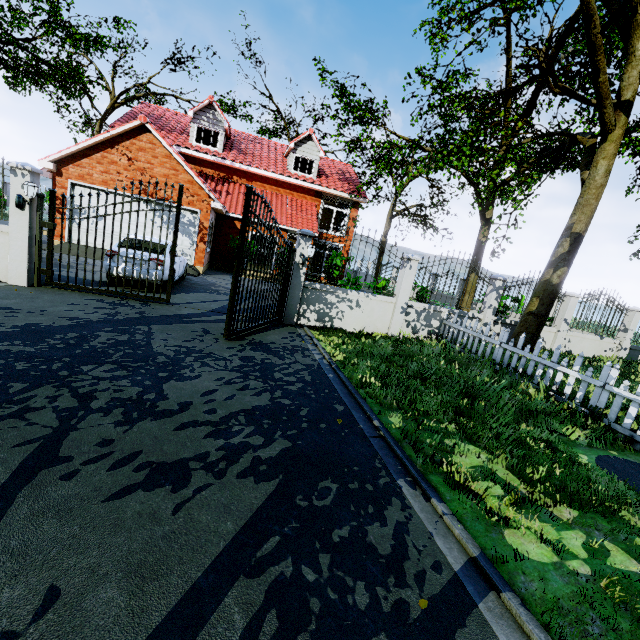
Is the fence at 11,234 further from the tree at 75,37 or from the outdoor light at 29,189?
the tree at 75,37

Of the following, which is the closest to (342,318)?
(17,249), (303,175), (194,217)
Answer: (17,249)

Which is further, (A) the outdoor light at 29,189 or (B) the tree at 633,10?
(B) the tree at 633,10

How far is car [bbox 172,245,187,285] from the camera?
10.3m

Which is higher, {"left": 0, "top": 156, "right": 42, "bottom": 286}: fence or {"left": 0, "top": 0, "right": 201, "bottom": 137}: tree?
{"left": 0, "top": 0, "right": 201, "bottom": 137}: tree

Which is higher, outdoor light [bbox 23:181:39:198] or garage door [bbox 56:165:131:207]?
garage door [bbox 56:165:131:207]

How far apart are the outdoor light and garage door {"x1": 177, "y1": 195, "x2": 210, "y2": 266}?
7.5 meters
